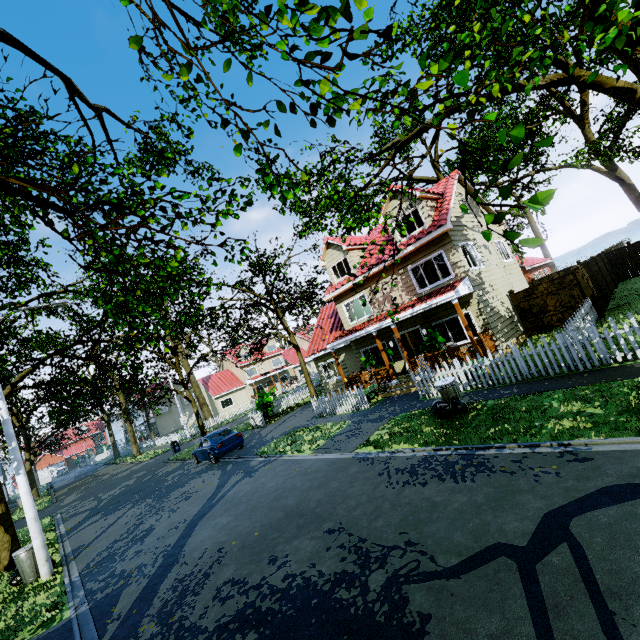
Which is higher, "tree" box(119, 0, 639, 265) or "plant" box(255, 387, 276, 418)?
"tree" box(119, 0, 639, 265)

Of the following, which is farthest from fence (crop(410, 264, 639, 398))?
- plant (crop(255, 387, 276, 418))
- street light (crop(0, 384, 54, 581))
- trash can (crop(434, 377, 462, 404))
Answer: street light (crop(0, 384, 54, 581))

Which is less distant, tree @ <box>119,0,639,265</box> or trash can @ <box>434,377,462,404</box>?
tree @ <box>119,0,639,265</box>

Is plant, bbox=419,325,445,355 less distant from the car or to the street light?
the car

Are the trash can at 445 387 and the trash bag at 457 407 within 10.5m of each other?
yes

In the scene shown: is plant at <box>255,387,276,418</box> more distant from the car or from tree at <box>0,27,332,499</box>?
the car

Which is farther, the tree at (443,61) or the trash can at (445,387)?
the trash can at (445,387)

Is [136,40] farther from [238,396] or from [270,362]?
[270,362]
